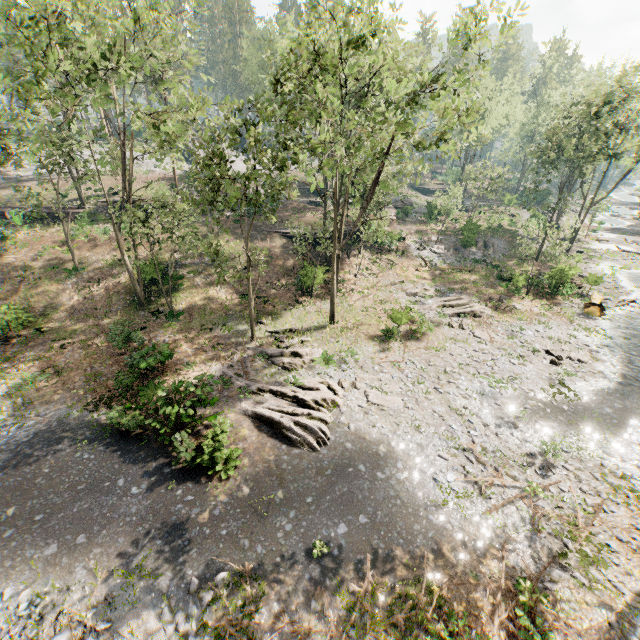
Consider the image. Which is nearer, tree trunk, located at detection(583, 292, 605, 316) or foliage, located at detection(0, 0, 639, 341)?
foliage, located at detection(0, 0, 639, 341)

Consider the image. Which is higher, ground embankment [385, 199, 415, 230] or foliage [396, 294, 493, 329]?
ground embankment [385, 199, 415, 230]

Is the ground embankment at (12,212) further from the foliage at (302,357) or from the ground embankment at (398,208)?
the ground embankment at (398,208)

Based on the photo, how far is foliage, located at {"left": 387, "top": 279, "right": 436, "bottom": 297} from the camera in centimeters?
2865cm

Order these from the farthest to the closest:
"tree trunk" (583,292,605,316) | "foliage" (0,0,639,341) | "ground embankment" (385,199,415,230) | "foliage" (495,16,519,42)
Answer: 1. "ground embankment" (385,199,415,230)
2. "tree trunk" (583,292,605,316)
3. "foliage" (0,0,639,341)
4. "foliage" (495,16,519,42)

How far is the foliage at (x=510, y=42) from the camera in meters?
12.5

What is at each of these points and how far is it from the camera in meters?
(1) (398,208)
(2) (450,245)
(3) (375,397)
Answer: (1) ground embankment, 50.1
(2) foliage, 39.0
(3) foliage, 17.2
